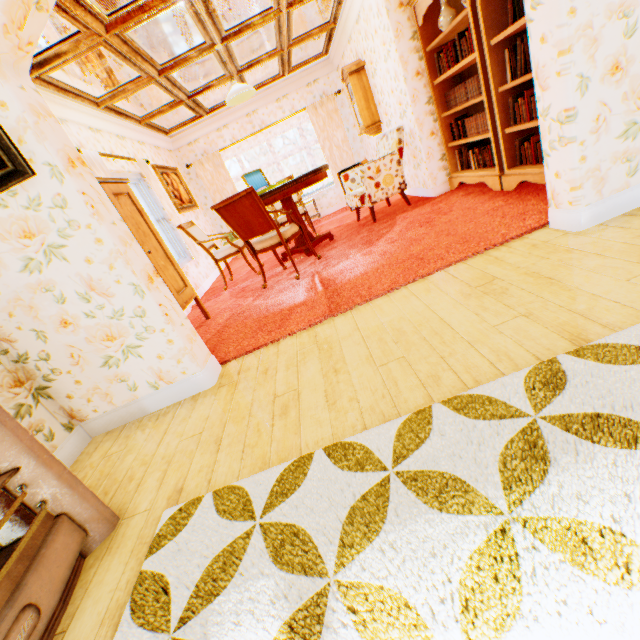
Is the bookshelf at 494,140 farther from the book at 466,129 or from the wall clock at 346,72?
the wall clock at 346,72

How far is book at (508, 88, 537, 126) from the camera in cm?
313

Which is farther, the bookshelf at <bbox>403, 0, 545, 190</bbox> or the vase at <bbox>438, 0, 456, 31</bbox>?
the vase at <bbox>438, 0, 456, 31</bbox>

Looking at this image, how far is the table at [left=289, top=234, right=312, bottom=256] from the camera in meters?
5.1

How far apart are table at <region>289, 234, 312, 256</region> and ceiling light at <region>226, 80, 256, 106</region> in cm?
132

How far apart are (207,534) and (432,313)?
1.77m

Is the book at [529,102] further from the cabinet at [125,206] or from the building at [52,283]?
the cabinet at [125,206]

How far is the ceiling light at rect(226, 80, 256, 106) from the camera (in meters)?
4.55
